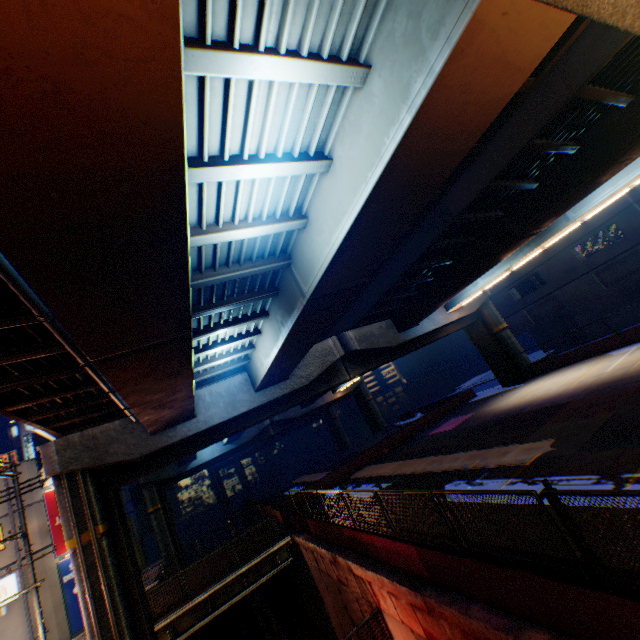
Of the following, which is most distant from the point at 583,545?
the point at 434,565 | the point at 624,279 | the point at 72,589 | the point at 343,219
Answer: the point at 624,279

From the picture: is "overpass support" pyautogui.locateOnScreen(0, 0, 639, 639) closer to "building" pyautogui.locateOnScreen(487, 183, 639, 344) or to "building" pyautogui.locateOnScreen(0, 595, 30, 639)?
"building" pyautogui.locateOnScreen(0, 595, 30, 639)

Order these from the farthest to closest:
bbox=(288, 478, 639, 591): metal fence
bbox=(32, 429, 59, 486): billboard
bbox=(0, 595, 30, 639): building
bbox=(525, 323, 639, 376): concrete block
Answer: bbox=(32, 429, 59, 486): billboard
bbox=(525, 323, 639, 376): concrete block
bbox=(0, 595, 30, 639): building
bbox=(288, 478, 639, 591): metal fence

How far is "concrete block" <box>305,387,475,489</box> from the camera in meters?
24.5

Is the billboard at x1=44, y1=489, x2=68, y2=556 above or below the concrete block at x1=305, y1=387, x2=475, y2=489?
above

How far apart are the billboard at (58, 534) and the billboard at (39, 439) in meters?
0.2

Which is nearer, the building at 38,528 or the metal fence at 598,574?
the metal fence at 598,574

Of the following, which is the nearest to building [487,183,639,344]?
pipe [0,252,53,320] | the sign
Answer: pipe [0,252,53,320]
